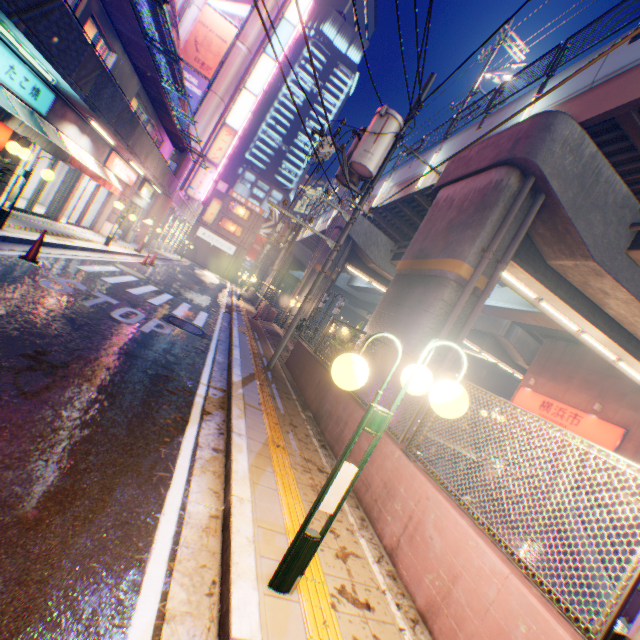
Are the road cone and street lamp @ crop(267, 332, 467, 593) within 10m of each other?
yes

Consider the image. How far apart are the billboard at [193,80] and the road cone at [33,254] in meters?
21.1 m

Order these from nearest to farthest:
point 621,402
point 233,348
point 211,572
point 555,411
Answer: point 211,572 < point 233,348 < point 621,402 < point 555,411

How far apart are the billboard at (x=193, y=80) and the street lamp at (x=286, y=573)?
28.6 meters

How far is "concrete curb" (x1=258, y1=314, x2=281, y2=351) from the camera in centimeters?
1398cm

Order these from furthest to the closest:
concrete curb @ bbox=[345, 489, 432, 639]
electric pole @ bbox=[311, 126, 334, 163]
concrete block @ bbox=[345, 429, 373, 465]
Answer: electric pole @ bbox=[311, 126, 334, 163] < concrete block @ bbox=[345, 429, 373, 465] < concrete curb @ bbox=[345, 489, 432, 639]

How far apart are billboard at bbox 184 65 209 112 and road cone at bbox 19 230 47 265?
21.07m

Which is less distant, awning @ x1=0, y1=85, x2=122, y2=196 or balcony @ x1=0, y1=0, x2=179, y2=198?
balcony @ x1=0, y1=0, x2=179, y2=198
